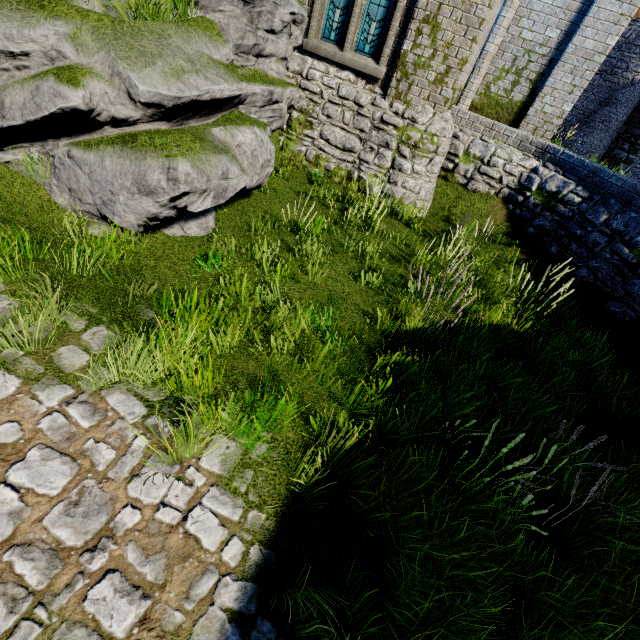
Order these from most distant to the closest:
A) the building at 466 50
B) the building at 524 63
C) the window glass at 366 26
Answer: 1. the building at 524 63
2. the window glass at 366 26
3. the building at 466 50

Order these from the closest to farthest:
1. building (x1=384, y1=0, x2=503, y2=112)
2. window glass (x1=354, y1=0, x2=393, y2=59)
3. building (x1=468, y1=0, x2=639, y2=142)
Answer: building (x1=384, y1=0, x2=503, y2=112)
window glass (x1=354, y1=0, x2=393, y2=59)
building (x1=468, y1=0, x2=639, y2=142)

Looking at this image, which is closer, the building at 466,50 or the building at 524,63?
the building at 466,50

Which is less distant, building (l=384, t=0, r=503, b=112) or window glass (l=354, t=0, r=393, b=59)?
building (l=384, t=0, r=503, b=112)

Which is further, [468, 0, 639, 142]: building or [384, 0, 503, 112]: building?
[468, 0, 639, 142]: building

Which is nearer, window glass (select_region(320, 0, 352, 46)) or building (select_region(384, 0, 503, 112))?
building (select_region(384, 0, 503, 112))

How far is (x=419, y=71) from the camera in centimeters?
777cm
